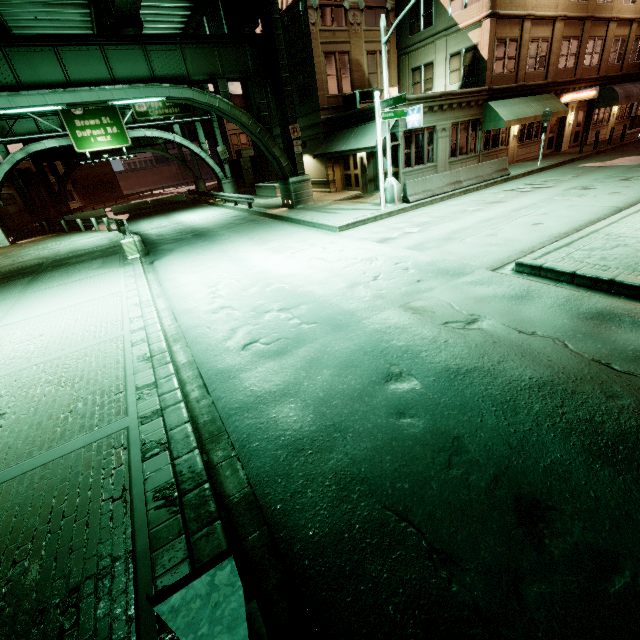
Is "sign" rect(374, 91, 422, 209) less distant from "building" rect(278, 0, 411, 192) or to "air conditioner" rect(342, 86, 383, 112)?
"building" rect(278, 0, 411, 192)

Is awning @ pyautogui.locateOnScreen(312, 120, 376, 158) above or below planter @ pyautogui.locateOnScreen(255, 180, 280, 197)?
above

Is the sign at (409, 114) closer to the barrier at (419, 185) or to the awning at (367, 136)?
the barrier at (419, 185)

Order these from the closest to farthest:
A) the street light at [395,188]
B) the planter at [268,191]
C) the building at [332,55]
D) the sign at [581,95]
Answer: the street light at [395,188], the building at [332,55], the sign at [581,95], the planter at [268,191]

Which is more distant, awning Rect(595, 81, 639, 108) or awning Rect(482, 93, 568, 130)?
awning Rect(595, 81, 639, 108)

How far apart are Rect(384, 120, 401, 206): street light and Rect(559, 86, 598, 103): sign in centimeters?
1773cm

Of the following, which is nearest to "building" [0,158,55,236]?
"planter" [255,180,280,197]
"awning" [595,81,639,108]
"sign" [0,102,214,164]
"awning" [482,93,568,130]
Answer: "sign" [0,102,214,164]

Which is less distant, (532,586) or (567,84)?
(532,586)
